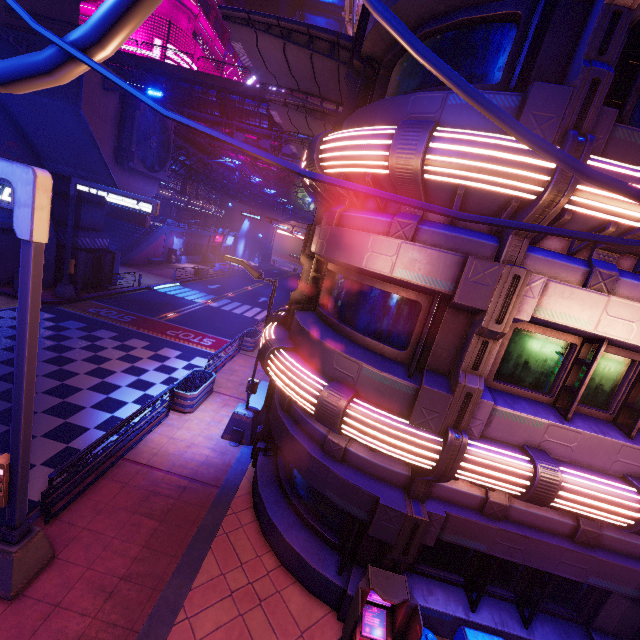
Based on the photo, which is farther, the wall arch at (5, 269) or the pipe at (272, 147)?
the pipe at (272, 147)

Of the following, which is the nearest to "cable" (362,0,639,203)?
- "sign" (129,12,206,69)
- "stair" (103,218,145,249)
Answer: "stair" (103,218,145,249)

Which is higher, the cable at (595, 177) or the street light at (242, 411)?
the cable at (595, 177)

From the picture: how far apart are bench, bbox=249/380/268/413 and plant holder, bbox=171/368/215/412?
1.76m

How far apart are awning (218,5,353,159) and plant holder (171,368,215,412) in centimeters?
1150cm

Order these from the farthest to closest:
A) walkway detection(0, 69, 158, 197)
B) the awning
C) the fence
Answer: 1. the fence
2. walkway detection(0, 69, 158, 197)
3. the awning

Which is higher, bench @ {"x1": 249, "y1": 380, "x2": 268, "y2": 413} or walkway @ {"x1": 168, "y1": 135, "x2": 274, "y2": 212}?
A: walkway @ {"x1": 168, "y1": 135, "x2": 274, "y2": 212}

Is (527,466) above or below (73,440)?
above
